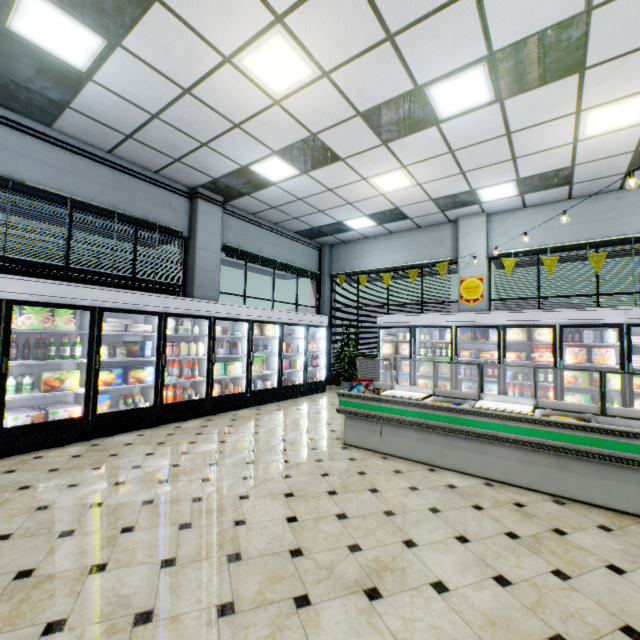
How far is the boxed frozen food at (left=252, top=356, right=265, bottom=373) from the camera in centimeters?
757cm

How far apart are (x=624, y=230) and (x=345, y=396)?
7.32m

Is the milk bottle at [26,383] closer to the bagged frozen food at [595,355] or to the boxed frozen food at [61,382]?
the boxed frozen food at [61,382]

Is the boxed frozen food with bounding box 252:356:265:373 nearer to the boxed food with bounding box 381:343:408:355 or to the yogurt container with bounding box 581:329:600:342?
the boxed food with bounding box 381:343:408:355

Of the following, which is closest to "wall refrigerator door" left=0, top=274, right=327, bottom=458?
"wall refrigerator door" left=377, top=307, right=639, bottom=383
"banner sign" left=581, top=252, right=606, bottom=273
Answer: "wall refrigerator door" left=377, top=307, right=639, bottom=383

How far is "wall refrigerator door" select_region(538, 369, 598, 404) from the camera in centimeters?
651cm

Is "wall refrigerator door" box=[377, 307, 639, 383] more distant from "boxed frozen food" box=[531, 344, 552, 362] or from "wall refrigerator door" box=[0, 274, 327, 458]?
"wall refrigerator door" box=[0, 274, 327, 458]

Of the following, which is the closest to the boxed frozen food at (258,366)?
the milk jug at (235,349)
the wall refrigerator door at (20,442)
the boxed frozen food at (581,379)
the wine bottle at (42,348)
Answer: the wall refrigerator door at (20,442)
